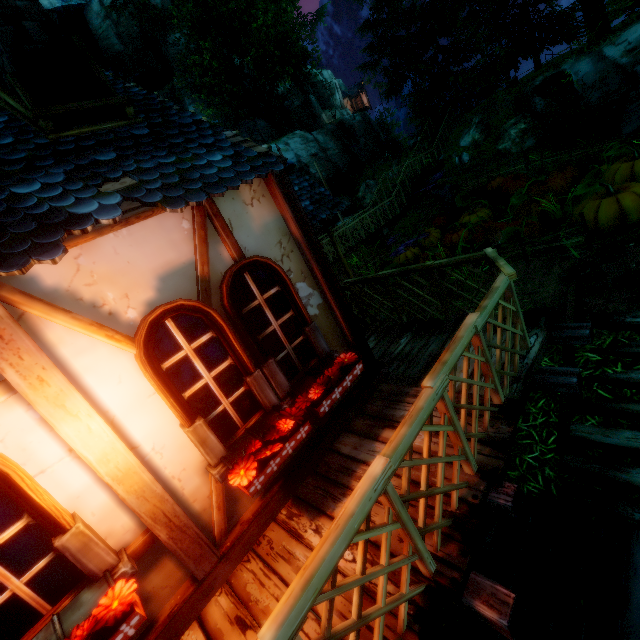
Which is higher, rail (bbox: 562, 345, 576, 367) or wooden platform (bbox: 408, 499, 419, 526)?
wooden platform (bbox: 408, 499, 419, 526)

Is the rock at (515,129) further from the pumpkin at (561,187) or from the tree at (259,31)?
the tree at (259,31)

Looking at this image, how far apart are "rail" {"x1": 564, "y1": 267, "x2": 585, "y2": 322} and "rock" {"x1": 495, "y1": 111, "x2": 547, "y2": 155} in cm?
1536

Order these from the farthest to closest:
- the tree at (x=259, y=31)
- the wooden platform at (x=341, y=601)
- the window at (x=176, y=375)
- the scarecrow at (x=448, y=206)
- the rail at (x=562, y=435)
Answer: the tree at (x=259, y=31)
the scarecrow at (x=448, y=206)
the rail at (x=562, y=435)
the window at (x=176, y=375)
the wooden platform at (x=341, y=601)

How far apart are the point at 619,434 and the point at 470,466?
2.72m

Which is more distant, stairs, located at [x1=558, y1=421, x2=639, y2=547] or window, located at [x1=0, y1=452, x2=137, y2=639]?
stairs, located at [x1=558, y1=421, x2=639, y2=547]

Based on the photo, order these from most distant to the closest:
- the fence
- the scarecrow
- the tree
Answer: the tree, the scarecrow, the fence

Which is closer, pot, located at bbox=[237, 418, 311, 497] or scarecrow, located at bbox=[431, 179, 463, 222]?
pot, located at bbox=[237, 418, 311, 497]
